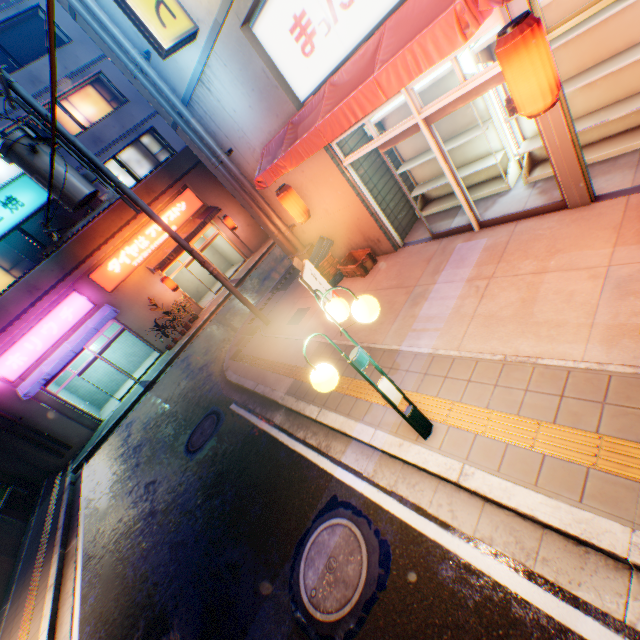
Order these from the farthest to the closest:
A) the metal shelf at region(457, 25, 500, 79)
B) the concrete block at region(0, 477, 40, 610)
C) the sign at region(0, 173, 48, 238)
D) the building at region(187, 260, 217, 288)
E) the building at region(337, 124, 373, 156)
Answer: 1. the building at region(187, 260, 217, 288)
2. the sign at region(0, 173, 48, 238)
3. the concrete block at region(0, 477, 40, 610)
4. the building at region(337, 124, 373, 156)
5. the metal shelf at region(457, 25, 500, 79)

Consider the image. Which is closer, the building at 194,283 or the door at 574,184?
the door at 574,184

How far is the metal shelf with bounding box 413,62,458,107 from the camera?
5.8 meters

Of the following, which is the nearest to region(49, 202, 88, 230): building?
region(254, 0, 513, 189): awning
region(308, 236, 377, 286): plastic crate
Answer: region(308, 236, 377, 286): plastic crate

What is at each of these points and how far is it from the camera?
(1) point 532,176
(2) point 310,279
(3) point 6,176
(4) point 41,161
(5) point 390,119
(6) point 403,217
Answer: (1) metal shelf, 6.3 meters
(2) sign, 6.3 meters
(3) window glass, 14.2 meters
(4) electric pole, 7.0 meters
(5) metal shelf, 7.5 meters
(6) building, 8.2 meters

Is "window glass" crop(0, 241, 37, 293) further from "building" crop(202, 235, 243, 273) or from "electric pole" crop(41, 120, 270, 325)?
"electric pole" crop(41, 120, 270, 325)

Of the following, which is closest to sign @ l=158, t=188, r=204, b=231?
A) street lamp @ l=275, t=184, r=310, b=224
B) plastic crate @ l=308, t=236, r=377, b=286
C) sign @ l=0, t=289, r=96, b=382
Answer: sign @ l=0, t=289, r=96, b=382

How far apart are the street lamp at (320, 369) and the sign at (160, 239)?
16.3 meters
